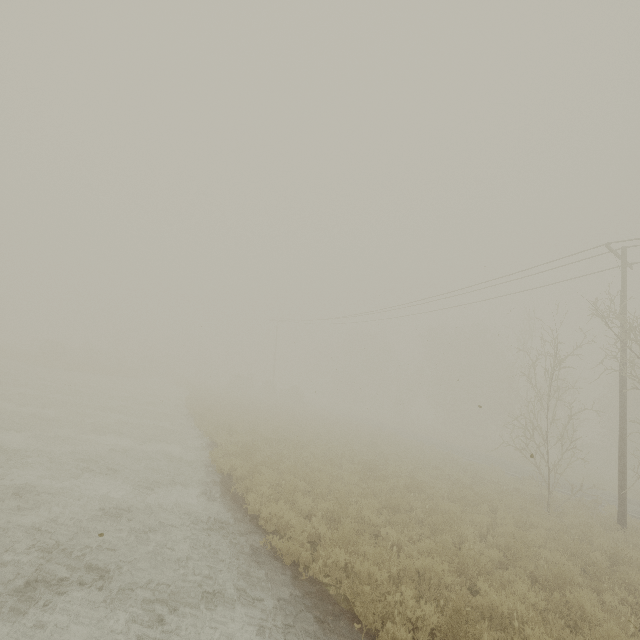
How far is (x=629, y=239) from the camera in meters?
13.7 m
